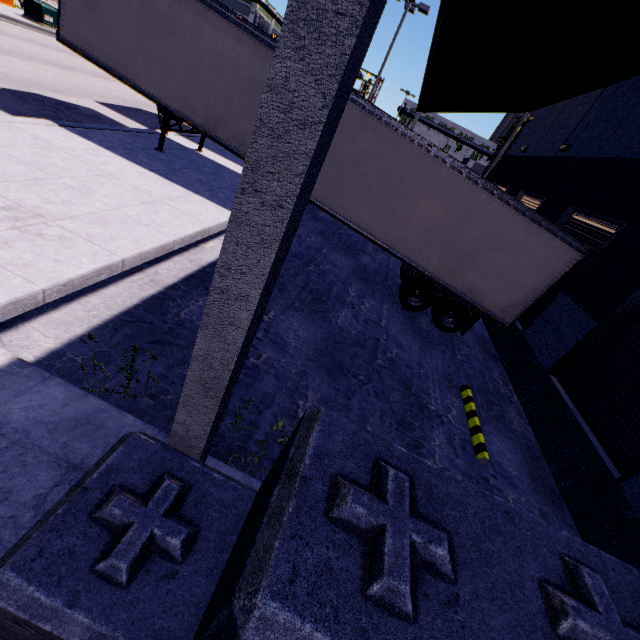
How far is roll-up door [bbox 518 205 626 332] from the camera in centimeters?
824cm

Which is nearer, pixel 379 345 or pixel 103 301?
pixel 103 301

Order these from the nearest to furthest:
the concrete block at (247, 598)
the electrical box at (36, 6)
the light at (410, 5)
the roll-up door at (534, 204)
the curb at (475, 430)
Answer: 1. the concrete block at (247, 598)
2. the curb at (475, 430)
3. the roll-up door at (534, 204)
4. the light at (410, 5)
5. the electrical box at (36, 6)

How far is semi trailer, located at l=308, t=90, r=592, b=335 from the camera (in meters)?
8.14

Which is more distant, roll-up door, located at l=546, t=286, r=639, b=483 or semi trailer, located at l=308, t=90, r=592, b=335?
semi trailer, located at l=308, t=90, r=592, b=335

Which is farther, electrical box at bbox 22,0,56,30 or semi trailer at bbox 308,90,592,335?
electrical box at bbox 22,0,56,30

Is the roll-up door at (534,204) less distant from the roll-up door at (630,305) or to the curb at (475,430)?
the roll-up door at (630,305)

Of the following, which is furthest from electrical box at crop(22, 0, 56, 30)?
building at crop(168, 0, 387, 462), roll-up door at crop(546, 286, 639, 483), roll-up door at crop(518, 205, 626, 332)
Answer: roll-up door at crop(518, 205, 626, 332)
